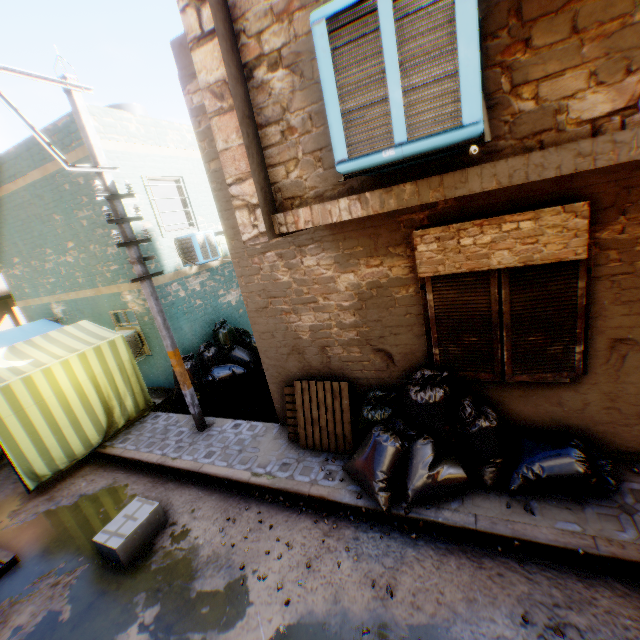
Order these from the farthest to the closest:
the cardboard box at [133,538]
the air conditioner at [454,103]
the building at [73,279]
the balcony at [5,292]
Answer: the balcony at [5,292] < the building at [73,279] < the cardboard box at [133,538] < the air conditioner at [454,103]

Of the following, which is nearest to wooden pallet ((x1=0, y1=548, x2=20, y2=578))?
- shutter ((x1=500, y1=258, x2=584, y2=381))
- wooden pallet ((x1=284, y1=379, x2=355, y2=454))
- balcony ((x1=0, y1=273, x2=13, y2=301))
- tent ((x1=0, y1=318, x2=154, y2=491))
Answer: tent ((x1=0, y1=318, x2=154, y2=491))

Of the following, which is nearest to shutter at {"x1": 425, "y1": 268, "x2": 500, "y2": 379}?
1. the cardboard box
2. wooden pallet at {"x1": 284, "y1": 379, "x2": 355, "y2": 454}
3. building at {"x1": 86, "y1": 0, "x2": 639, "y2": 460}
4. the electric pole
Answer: building at {"x1": 86, "y1": 0, "x2": 639, "y2": 460}

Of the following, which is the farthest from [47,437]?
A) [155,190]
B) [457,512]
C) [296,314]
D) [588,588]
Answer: [155,190]

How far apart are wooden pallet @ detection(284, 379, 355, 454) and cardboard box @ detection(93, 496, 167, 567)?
1.8m

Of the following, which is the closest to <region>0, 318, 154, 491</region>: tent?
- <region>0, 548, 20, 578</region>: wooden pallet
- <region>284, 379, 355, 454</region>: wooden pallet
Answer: <region>0, 548, 20, 578</region>: wooden pallet

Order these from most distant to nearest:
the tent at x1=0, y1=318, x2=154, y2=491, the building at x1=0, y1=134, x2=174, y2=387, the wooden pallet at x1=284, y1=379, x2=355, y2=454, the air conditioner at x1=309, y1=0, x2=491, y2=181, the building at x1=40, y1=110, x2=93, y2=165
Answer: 1. the building at x1=0, y1=134, x2=174, y2=387
2. the building at x1=40, y1=110, x2=93, y2=165
3. the tent at x1=0, y1=318, x2=154, y2=491
4. the wooden pallet at x1=284, y1=379, x2=355, y2=454
5. the air conditioner at x1=309, y1=0, x2=491, y2=181

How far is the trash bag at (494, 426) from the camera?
3.8m
